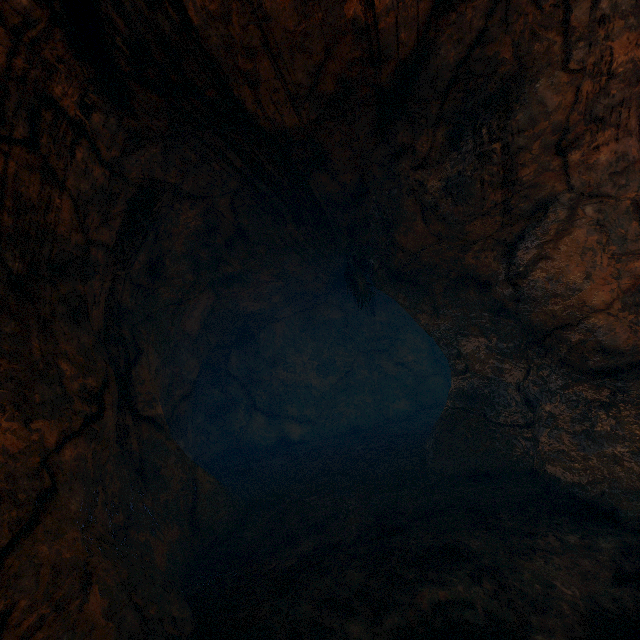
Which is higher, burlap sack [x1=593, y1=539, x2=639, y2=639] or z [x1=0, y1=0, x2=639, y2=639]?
z [x1=0, y1=0, x2=639, y2=639]

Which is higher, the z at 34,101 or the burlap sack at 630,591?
the z at 34,101

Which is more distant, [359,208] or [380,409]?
[380,409]
